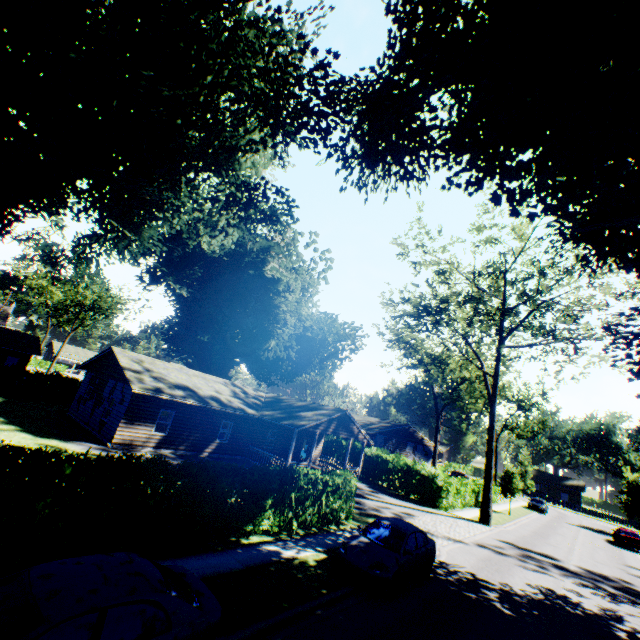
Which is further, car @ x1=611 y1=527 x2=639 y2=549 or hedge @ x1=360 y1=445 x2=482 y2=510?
car @ x1=611 y1=527 x2=639 y2=549

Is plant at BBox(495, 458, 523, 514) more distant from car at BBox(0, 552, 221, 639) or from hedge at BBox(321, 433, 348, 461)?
car at BBox(0, 552, 221, 639)

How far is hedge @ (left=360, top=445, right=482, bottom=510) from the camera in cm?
2681

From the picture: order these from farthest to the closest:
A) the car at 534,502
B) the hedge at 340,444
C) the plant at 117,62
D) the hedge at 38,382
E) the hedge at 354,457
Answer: the car at 534,502, the hedge at 340,444, the hedge at 354,457, the hedge at 38,382, the plant at 117,62

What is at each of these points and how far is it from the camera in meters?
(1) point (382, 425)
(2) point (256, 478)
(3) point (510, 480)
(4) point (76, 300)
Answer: (1) house, 43.4 m
(2) hedge, 11.6 m
(3) plant, 33.4 m
(4) tree, 54.9 m

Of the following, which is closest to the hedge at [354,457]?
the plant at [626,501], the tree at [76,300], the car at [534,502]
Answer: the car at [534,502]

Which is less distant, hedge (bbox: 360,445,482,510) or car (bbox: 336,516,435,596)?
car (bbox: 336,516,435,596)

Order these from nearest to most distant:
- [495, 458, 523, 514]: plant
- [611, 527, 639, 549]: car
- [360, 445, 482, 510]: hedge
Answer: [360, 445, 482, 510]: hedge < [611, 527, 639, 549]: car < [495, 458, 523, 514]: plant
